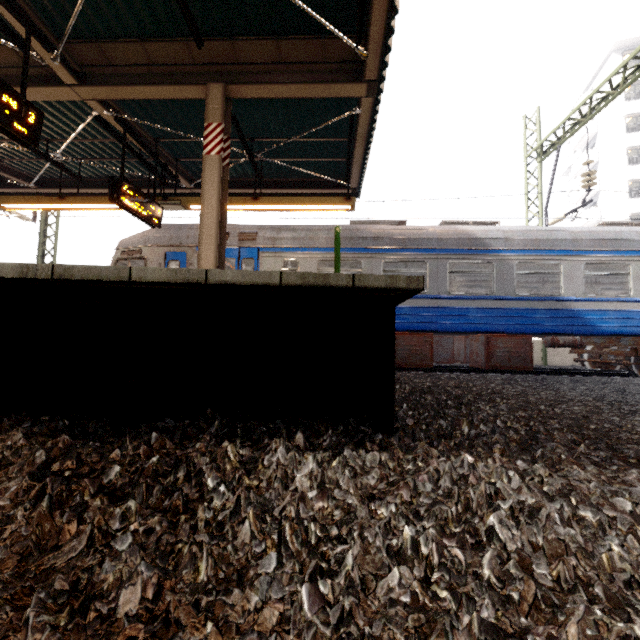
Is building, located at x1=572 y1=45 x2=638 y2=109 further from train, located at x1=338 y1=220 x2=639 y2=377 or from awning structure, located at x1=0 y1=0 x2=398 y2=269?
awning structure, located at x1=0 y1=0 x2=398 y2=269

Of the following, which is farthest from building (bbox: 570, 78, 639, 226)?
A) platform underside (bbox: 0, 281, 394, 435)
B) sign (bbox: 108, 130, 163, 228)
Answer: sign (bbox: 108, 130, 163, 228)

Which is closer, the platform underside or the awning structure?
the platform underside

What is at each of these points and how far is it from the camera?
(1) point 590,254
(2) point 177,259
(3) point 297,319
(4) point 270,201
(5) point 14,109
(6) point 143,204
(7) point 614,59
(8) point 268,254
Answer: (1) train, 8.3m
(2) train, 8.8m
(3) platform underside, 2.4m
(4) awning structure, 7.8m
(5) sign, 4.1m
(6) sign, 6.9m
(7) building, 29.4m
(8) train, 8.6m

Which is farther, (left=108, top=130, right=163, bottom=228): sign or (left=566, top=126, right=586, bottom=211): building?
(left=566, top=126, right=586, bottom=211): building

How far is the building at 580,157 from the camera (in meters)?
32.58

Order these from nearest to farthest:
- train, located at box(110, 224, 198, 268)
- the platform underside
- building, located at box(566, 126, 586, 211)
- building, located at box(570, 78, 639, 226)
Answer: the platform underside
train, located at box(110, 224, 198, 268)
building, located at box(570, 78, 639, 226)
building, located at box(566, 126, 586, 211)

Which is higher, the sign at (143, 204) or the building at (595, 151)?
the building at (595, 151)
